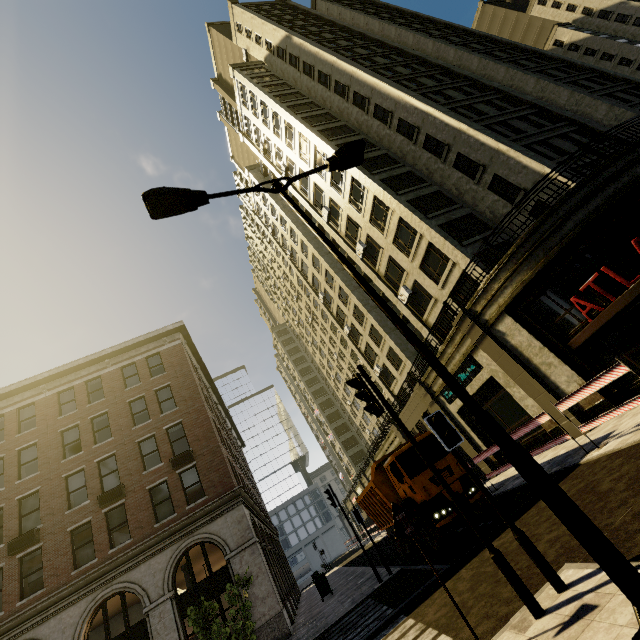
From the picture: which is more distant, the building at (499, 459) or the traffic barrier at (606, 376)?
the building at (499, 459)

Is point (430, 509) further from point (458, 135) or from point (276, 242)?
point (276, 242)

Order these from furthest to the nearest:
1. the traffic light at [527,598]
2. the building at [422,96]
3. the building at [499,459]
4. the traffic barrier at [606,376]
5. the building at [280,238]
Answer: the building at [280,238], the building at [499,459], the building at [422,96], the traffic barrier at [606,376], the traffic light at [527,598]

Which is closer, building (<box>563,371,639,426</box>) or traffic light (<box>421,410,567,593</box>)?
traffic light (<box>421,410,567,593</box>)

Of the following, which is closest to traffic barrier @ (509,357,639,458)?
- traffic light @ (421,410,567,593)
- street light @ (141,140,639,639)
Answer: traffic light @ (421,410,567,593)

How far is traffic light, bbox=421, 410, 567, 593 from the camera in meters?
4.2

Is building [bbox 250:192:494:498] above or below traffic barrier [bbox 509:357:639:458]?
above

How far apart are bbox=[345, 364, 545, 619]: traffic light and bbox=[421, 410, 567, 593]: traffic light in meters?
0.3 m
